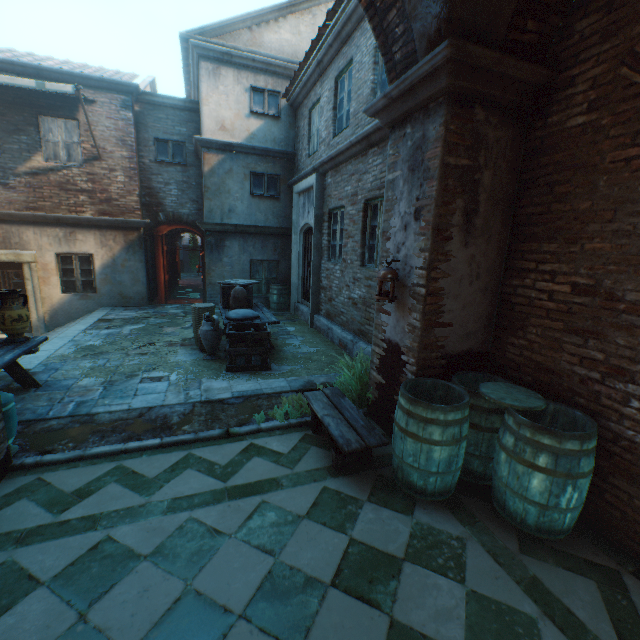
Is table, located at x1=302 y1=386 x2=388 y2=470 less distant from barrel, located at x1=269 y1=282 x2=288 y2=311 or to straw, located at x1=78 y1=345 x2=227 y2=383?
straw, located at x1=78 y1=345 x2=227 y2=383

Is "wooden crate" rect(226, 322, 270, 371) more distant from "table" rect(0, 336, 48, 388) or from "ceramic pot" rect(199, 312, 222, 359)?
"table" rect(0, 336, 48, 388)

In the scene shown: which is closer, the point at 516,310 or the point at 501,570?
the point at 501,570

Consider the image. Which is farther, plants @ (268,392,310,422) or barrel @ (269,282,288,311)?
barrel @ (269,282,288,311)

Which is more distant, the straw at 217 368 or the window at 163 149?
the window at 163 149

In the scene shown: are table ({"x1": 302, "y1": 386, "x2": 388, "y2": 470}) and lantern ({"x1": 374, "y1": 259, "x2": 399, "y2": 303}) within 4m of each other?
yes

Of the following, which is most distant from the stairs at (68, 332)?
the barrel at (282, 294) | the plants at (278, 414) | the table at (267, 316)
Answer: the barrel at (282, 294)

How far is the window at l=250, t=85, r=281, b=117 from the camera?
10.23m
